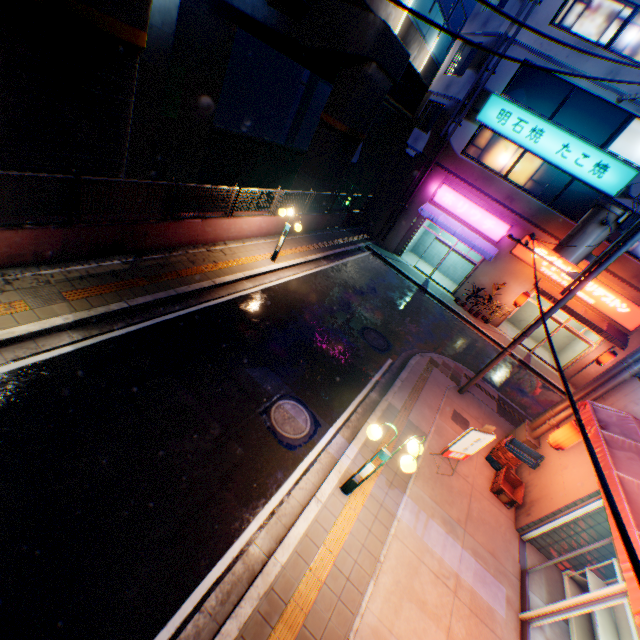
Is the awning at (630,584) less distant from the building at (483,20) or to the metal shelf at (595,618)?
the metal shelf at (595,618)

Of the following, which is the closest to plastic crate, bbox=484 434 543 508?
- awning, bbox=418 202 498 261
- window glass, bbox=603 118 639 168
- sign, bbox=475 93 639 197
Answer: awning, bbox=418 202 498 261

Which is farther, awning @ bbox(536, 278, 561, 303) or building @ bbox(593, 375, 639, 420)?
awning @ bbox(536, 278, 561, 303)

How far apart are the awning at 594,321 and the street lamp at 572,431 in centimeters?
1134cm

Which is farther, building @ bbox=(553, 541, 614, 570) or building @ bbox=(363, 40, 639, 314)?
building @ bbox=(363, 40, 639, 314)

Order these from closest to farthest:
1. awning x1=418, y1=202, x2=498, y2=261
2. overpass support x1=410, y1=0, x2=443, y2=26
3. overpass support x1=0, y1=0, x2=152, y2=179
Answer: overpass support x1=0, y1=0, x2=152, y2=179 < overpass support x1=410, y1=0, x2=443, y2=26 < awning x1=418, y1=202, x2=498, y2=261

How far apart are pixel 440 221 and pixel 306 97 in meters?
51.7 m

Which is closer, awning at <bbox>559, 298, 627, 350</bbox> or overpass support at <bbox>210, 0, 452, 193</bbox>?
overpass support at <bbox>210, 0, 452, 193</bbox>
